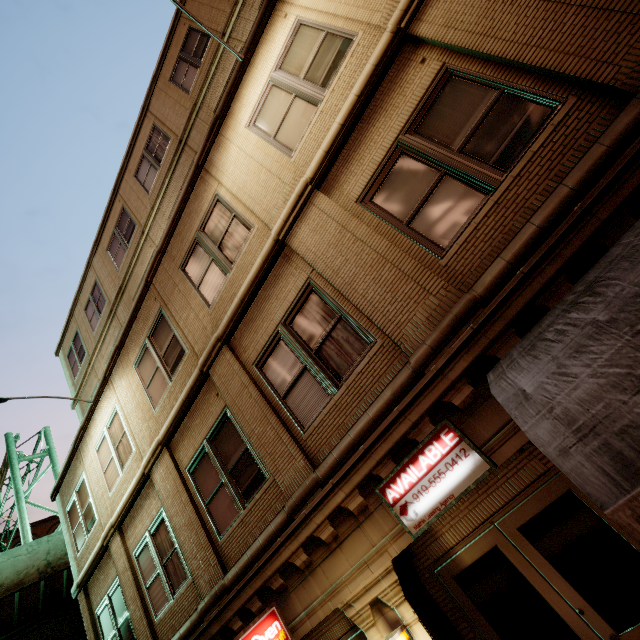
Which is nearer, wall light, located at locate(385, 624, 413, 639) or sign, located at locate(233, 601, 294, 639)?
wall light, located at locate(385, 624, 413, 639)

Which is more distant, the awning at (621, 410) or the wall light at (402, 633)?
the wall light at (402, 633)

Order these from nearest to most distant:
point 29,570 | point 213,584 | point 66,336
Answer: point 213,584, point 66,336, point 29,570

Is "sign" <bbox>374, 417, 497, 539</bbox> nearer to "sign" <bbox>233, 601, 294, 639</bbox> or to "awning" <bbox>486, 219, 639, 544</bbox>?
"awning" <bbox>486, 219, 639, 544</bbox>

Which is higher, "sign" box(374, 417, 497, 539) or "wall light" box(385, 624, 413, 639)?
"sign" box(374, 417, 497, 539)

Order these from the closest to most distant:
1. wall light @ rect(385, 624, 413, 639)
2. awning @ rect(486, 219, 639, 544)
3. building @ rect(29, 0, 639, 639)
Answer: awning @ rect(486, 219, 639, 544), building @ rect(29, 0, 639, 639), wall light @ rect(385, 624, 413, 639)

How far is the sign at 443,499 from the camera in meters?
3.9

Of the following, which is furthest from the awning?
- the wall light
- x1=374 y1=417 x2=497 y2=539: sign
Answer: the wall light
